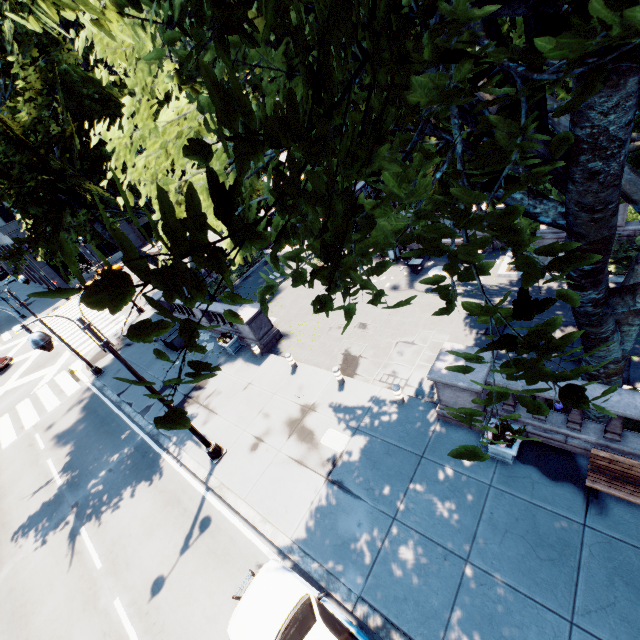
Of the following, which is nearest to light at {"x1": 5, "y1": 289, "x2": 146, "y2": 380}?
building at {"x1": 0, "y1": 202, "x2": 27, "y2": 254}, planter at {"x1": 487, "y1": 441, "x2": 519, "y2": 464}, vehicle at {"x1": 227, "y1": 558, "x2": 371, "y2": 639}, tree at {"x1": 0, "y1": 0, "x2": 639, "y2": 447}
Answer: tree at {"x1": 0, "y1": 0, "x2": 639, "y2": 447}

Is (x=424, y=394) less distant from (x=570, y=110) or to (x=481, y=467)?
(x=481, y=467)

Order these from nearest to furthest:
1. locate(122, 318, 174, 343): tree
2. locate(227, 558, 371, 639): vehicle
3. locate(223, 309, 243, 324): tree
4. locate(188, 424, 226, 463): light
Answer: locate(122, 318, 174, 343): tree
locate(223, 309, 243, 324): tree
locate(227, 558, 371, 639): vehicle
locate(188, 424, 226, 463): light

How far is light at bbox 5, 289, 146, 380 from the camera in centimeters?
775cm

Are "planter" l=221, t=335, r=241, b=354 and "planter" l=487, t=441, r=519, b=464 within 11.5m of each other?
no

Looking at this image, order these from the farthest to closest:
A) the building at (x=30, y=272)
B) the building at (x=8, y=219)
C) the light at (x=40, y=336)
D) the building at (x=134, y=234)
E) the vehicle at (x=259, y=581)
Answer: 1. the building at (x=134, y=234)
2. the building at (x=30, y=272)
3. the building at (x=8, y=219)
4. the light at (x=40, y=336)
5. the vehicle at (x=259, y=581)

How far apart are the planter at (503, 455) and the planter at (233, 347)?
12.2m

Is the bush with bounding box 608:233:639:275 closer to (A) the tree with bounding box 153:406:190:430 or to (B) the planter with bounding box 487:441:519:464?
(A) the tree with bounding box 153:406:190:430
